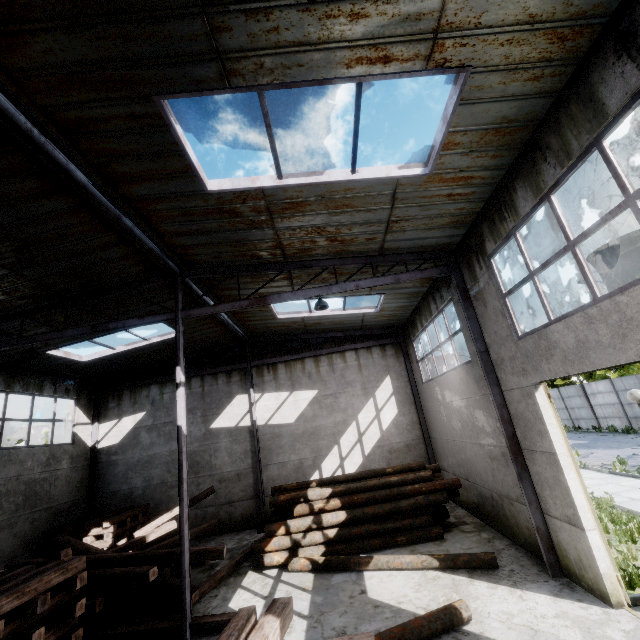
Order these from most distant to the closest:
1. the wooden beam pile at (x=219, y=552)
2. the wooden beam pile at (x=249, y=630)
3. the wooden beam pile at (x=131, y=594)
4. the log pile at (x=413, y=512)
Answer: Answer: the log pile at (x=413, y=512) → the wooden beam pile at (x=219, y=552) → the wooden beam pile at (x=131, y=594) → the wooden beam pile at (x=249, y=630)

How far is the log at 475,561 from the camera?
7.6 meters

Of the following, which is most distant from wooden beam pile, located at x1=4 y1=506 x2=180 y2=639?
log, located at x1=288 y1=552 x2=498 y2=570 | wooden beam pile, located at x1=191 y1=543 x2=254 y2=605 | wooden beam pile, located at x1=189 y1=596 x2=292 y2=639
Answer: wooden beam pile, located at x1=189 y1=596 x2=292 y2=639

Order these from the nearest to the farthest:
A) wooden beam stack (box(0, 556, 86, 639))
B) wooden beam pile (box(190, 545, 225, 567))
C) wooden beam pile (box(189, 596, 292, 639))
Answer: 1. wooden beam pile (box(189, 596, 292, 639))
2. wooden beam stack (box(0, 556, 86, 639))
3. wooden beam pile (box(190, 545, 225, 567))

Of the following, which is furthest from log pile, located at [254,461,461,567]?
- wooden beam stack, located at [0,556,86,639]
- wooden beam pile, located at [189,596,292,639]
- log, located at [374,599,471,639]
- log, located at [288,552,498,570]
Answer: wooden beam pile, located at [189,596,292,639]

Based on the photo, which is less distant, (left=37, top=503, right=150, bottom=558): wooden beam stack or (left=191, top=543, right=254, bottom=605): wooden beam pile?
(left=191, top=543, right=254, bottom=605): wooden beam pile

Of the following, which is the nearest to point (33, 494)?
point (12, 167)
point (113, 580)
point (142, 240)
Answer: point (113, 580)

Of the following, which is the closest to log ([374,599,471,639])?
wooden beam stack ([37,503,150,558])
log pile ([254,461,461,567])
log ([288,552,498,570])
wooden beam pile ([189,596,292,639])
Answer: wooden beam pile ([189,596,292,639])
